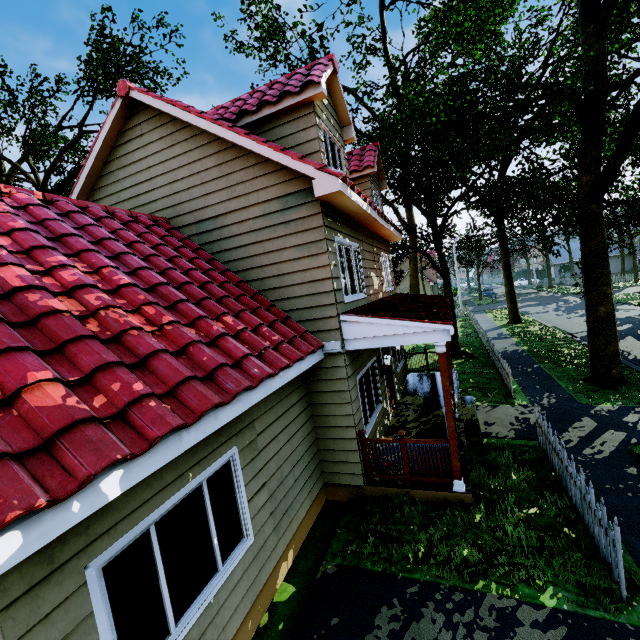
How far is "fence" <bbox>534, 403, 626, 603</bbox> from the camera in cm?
403

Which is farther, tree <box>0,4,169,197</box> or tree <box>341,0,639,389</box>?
tree <box>0,4,169,197</box>

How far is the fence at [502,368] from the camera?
11.0 meters

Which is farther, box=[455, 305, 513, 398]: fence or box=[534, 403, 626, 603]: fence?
box=[455, 305, 513, 398]: fence

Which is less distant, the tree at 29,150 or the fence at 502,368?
the fence at 502,368

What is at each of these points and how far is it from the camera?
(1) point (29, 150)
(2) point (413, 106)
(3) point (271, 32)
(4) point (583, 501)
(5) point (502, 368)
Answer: (1) tree, 19.6 meters
(2) tree, 10.7 meters
(3) tree, 24.1 meters
(4) fence, 5.0 meters
(5) fence, 12.2 meters

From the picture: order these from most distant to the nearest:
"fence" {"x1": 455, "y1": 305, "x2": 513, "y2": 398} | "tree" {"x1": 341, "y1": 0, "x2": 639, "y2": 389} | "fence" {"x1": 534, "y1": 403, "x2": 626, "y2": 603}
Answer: "fence" {"x1": 455, "y1": 305, "x2": 513, "y2": 398}, "tree" {"x1": 341, "y1": 0, "x2": 639, "y2": 389}, "fence" {"x1": 534, "y1": 403, "x2": 626, "y2": 603}
